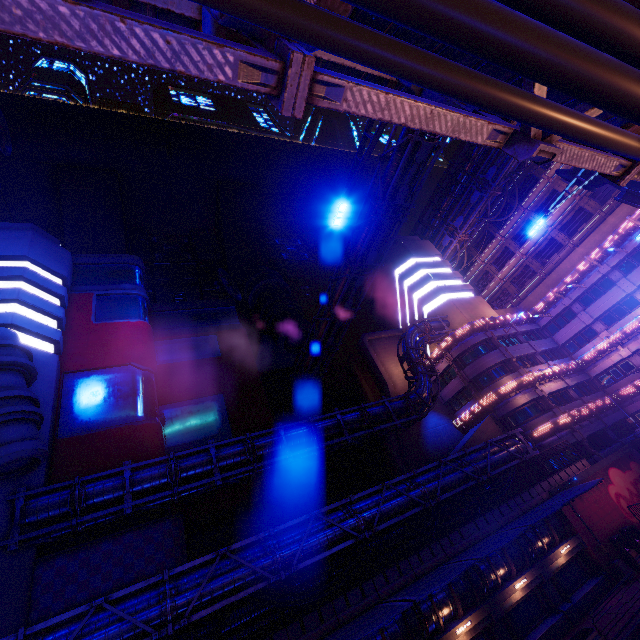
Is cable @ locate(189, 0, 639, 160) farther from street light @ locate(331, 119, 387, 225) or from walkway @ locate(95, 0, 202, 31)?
street light @ locate(331, 119, 387, 225)

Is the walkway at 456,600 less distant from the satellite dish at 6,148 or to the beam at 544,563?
the beam at 544,563

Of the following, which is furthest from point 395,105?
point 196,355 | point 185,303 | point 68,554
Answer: point 185,303

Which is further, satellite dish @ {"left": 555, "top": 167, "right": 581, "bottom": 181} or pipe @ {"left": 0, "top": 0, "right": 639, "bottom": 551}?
satellite dish @ {"left": 555, "top": 167, "right": 581, "bottom": 181}

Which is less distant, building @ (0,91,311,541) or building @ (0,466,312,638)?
building @ (0,466,312,638)

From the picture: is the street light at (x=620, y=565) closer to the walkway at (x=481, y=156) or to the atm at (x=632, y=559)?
the atm at (x=632, y=559)

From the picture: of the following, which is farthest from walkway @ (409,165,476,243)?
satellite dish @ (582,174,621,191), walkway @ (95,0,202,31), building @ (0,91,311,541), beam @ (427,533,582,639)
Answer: beam @ (427,533,582,639)

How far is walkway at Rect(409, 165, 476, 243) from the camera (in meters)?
50.64
